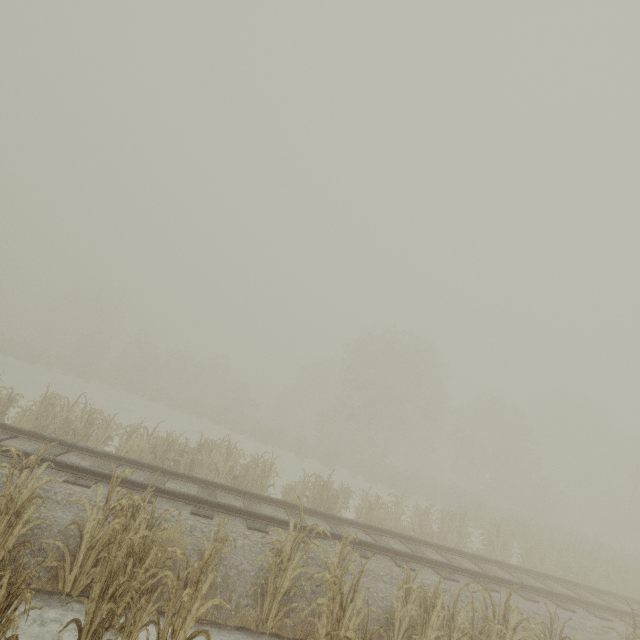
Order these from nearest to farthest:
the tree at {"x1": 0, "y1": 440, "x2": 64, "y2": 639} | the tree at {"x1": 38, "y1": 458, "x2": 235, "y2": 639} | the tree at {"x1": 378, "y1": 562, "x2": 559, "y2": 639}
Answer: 1. the tree at {"x1": 0, "y1": 440, "x2": 64, "y2": 639}
2. the tree at {"x1": 38, "y1": 458, "x2": 235, "y2": 639}
3. the tree at {"x1": 378, "y1": 562, "x2": 559, "y2": 639}

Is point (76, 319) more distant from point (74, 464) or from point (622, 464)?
point (622, 464)

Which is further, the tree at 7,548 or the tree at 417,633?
the tree at 417,633

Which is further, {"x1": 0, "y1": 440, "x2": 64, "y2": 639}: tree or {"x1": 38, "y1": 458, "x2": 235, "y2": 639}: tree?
{"x1": 38, "y1": 458, "x2": 235, "y2": 639}: tree

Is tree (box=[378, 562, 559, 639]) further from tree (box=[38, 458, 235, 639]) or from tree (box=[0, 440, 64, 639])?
tree (box=[0, 440, 64, 639])

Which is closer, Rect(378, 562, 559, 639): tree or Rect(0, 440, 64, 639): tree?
Rect(0, 440, 64, 639): tree

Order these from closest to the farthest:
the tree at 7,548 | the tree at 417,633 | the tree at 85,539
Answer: the tree at 7,548
the tree at 85,539
the tree at 417,633

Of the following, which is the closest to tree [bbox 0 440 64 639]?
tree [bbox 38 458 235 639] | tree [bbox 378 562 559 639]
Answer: tree [bbox 38 458 235 639]
